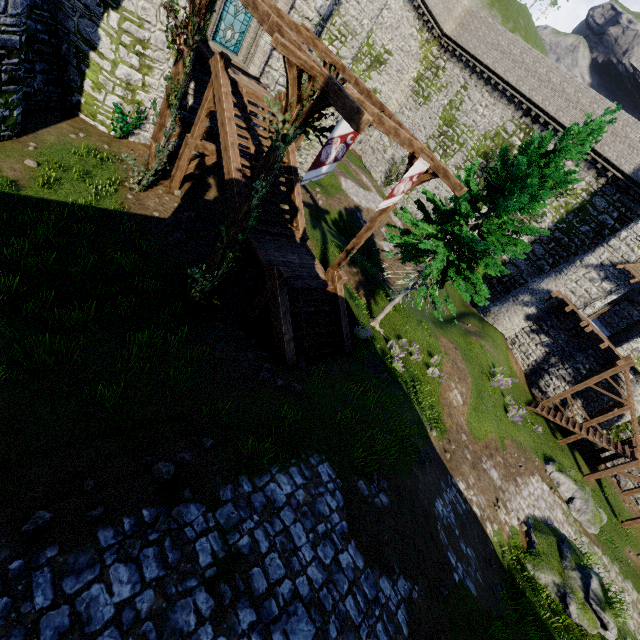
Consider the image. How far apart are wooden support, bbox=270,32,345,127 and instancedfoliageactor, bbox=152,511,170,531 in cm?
755

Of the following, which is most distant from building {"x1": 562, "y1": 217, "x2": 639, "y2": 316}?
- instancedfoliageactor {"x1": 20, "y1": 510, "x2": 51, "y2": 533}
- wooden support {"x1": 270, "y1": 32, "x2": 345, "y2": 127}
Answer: instancedfoliageactor {"x1": 20, "y1": 510, "x2": 51, "y2": 533}

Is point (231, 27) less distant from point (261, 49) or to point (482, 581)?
point (261, 49)

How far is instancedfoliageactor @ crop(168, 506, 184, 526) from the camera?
4.6 meters

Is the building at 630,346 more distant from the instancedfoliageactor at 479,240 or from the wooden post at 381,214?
the wooden post at 381,214

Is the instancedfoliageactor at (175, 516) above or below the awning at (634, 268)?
below

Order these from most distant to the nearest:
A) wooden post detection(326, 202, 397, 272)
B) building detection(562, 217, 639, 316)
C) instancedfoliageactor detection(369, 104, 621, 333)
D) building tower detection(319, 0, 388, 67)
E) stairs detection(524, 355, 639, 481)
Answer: building detection(562, 217, 639, 316)
stairs detection(524, 355, 639, 481)
building tower detection(319, 0, 388, 67)
wooden post detection(326, 202, 397, 272)
instancedfoliageactor detection(369, 104, 621, 333)

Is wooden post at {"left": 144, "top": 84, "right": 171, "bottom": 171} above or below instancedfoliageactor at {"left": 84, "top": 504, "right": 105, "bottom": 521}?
above
